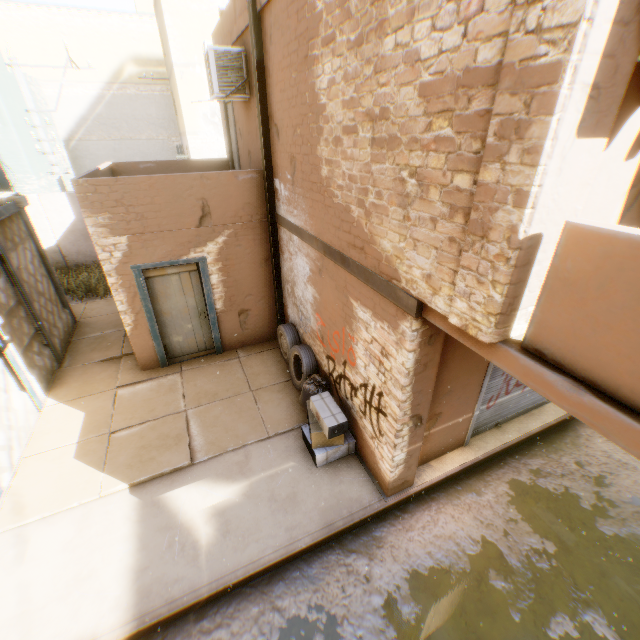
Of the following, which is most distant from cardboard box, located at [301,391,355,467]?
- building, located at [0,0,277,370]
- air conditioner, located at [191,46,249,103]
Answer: air conditioner, located at [191,46,249,103]

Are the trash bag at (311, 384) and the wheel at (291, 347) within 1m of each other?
yes

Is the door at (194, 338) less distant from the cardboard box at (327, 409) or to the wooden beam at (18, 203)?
the wooden beam at (18, 203)

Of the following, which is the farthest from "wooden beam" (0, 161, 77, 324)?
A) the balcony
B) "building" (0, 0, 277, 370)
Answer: the balcony

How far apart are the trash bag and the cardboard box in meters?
0.1

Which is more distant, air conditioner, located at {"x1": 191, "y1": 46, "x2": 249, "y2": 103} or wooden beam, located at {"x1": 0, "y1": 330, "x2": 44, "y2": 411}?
air conditioner, located at {"x1": 191, "y1": 46, "x2": 249, "y2": 103}

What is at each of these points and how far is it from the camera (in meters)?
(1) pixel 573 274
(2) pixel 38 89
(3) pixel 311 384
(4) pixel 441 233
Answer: (1) balcony, 1.97
(2) building, 19.92
(3) trash bag, 6.01
(4) building, 2.70

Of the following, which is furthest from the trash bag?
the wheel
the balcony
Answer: the balcony
